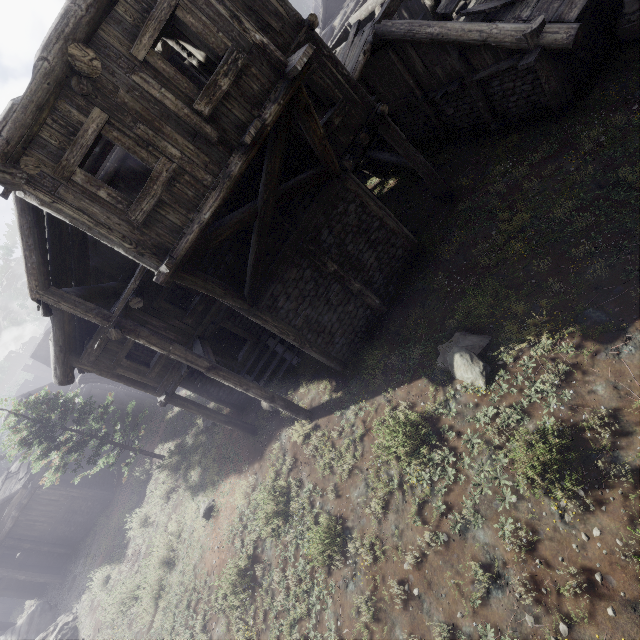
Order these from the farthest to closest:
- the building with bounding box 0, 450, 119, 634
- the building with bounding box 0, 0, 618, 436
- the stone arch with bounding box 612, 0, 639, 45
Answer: the building with bounding box 0, 450, 119, 634
the stone arch with bounding box 612, 0, 639, 45
the building with bounding box 0, 0, 618, 436

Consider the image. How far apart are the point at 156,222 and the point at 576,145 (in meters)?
11.46

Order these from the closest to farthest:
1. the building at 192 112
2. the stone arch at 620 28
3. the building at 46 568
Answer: the building at 192 112 < the stone arch at 620 28 < the building at 46 568

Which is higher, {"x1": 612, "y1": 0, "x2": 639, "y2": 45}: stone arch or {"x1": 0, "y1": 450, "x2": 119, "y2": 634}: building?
{"x1": 0, "y1": 450, "x2": 119, "y2": 634}: building

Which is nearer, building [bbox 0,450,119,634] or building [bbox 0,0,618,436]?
building [bbox 0,0,618,436]

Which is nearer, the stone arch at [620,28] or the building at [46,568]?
the stone arch at [620,28]

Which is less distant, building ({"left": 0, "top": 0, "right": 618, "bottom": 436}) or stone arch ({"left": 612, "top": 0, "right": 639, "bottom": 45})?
building ({"left": 0, "top": 0, "right": 618, "bottom": 436})
